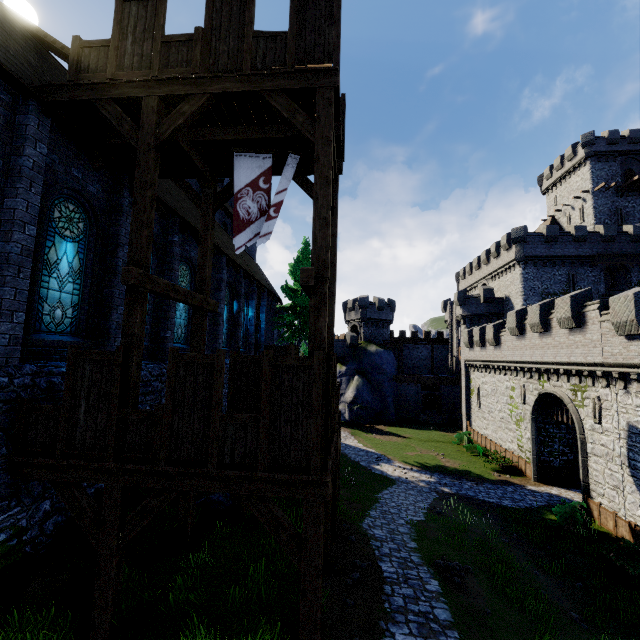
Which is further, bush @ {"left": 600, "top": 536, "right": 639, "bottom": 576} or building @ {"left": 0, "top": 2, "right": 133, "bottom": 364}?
bush @ {"left": 600, "top": 536, "right": 639, "bottom": 576}

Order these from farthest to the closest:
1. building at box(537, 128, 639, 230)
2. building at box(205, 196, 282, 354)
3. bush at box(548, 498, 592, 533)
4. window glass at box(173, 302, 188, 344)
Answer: building at box(537, 128, 639, 230)
building at box(205, 196, 282, 354)
bush at box(548, 498, 592, 533)
window glass at box(173, 302, 188, 344)

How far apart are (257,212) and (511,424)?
27.07m

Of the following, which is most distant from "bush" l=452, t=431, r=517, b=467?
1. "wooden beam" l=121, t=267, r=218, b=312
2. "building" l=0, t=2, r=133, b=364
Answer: "wooden beam" l=121, t=267, r=218, b=312

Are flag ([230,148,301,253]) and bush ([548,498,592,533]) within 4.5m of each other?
no

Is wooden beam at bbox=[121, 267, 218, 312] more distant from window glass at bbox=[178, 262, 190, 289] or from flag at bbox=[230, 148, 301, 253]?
window glass at bbox=[178, 262, 190, 289]

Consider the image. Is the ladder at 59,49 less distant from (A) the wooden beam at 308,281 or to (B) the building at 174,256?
(B) the building at 174,256

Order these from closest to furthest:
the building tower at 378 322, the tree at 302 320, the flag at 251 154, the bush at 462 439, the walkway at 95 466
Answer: the walkway at 95 466 < the flag at 251 154 < the bush at 462 439 < the tree at 302 320 < the building tower at 378 322
